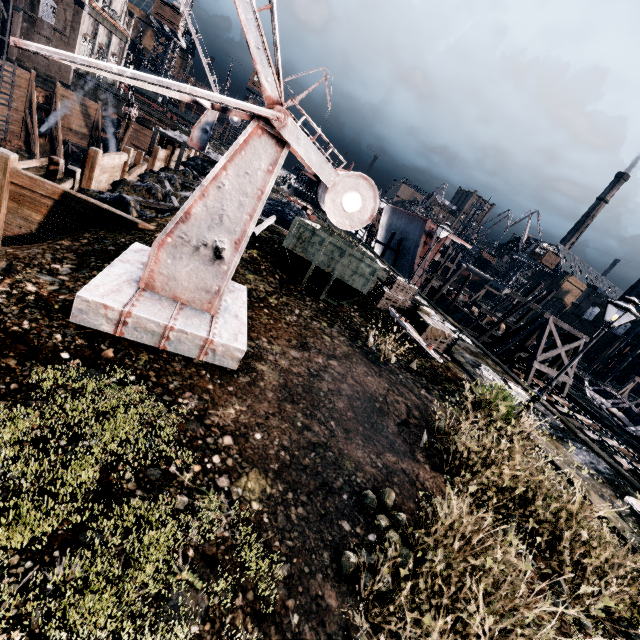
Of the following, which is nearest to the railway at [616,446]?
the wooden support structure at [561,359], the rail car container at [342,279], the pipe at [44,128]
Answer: the wooden support structure at [561,359]

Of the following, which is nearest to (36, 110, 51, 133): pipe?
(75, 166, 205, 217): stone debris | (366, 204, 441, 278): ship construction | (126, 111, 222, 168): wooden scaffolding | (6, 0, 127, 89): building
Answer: (126, 111, 222, 168): wooden scaffolding

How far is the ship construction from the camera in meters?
37.6

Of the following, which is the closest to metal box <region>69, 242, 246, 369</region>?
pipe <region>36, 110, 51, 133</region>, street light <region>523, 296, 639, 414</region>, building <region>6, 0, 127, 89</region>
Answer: street light <region>523, 296, 639, 414</region>

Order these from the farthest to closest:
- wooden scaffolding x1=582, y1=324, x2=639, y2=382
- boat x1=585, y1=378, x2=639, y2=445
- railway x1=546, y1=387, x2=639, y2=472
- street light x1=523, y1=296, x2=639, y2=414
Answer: wooden scaffolding x1=582, y1=324, x2=639, y2=382, boat x1=585, y1=378, x2=639, y2=445, railway x1=546, y1=387, x2=639, y2=472, street light x1=523, y1=296, x2=639, y2=414

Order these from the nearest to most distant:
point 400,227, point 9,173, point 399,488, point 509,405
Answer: point 399,488, point 9,173, point 509,405, point 400,227

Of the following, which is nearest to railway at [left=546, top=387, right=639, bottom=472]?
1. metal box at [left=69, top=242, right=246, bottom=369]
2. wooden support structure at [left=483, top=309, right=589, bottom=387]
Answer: wooden support structure at [left=483, top=309, right=589, bottom=387]

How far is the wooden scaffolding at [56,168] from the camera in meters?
11.3 m
